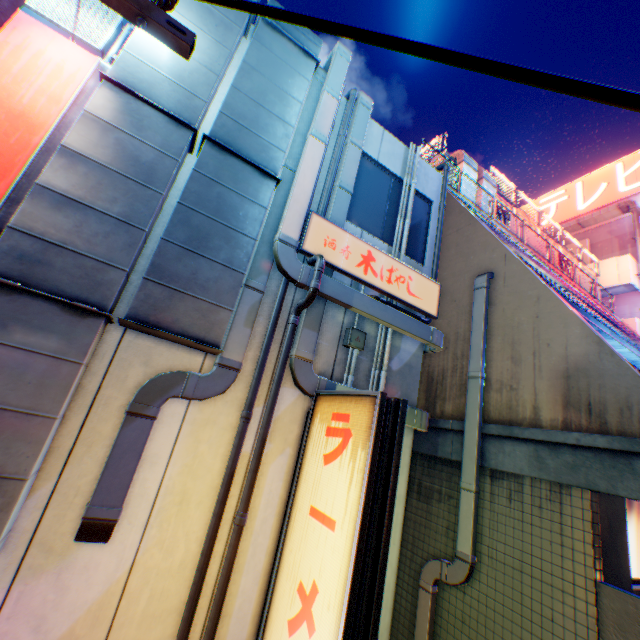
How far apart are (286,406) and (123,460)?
1.9m

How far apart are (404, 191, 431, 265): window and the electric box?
1.8 meters

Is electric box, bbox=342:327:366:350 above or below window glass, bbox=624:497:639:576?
above

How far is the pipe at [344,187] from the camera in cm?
523

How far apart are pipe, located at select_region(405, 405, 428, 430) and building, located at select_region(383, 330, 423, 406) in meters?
0.0

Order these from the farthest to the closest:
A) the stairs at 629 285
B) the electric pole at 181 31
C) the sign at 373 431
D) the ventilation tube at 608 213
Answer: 1. the ventilation tube at 608 213
2. the stairs at 629 285
3. the sign at 373 431
4. the electric pole at 181 31

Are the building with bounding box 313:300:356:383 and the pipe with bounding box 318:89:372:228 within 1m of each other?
yes

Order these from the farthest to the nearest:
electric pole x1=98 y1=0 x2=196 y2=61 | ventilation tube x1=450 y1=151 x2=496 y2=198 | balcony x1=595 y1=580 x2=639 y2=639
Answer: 1. ventilation tube x1=450 y1=151 x2=496 y2=198
2. balcony x1=595 y1=580 x2=639 y2=639
3. electric pole x1=98 y1=0 x2=196 y2=61
